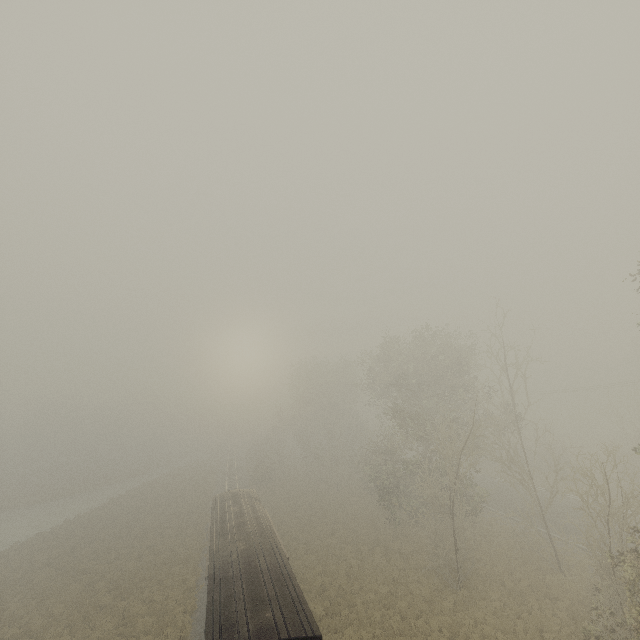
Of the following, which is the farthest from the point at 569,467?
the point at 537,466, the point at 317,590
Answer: the point at 317,590

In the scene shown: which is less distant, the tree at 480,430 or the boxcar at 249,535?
the boxcar at 249,535

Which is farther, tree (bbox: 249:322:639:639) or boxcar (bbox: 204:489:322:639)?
tree (bbox: 249:322:639:639)
